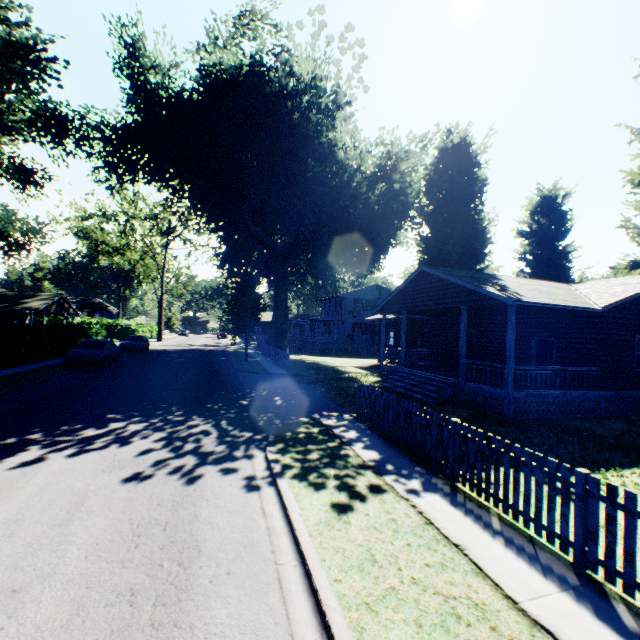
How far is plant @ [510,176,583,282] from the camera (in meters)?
27.75

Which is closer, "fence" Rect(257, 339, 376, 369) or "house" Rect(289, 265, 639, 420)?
"house" Rect(289, 265, 639, 420)

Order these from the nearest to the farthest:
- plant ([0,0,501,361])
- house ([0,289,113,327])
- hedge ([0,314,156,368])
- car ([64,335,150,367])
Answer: hedge ([0,314,156,368])
car ([64,335,150,367])
plant ([0,0,501,361])
house ([0,289,113,327])

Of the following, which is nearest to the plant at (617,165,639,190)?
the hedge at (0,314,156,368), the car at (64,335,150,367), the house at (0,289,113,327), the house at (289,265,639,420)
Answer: the house at (289,265,639,420)

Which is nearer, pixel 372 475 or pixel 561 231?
pixel 372 475

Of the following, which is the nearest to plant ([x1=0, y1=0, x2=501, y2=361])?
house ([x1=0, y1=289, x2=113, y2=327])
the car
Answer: house ([x1=0, y1=289, x2=113, y2=327])

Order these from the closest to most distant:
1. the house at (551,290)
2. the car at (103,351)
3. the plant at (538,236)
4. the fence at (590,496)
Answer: the fence at (590,496) → the house at (551,290) → the car at (103,351) → the plant at (538,236)

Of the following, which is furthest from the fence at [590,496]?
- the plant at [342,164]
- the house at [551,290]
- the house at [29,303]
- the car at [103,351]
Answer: the house at [29,303]
